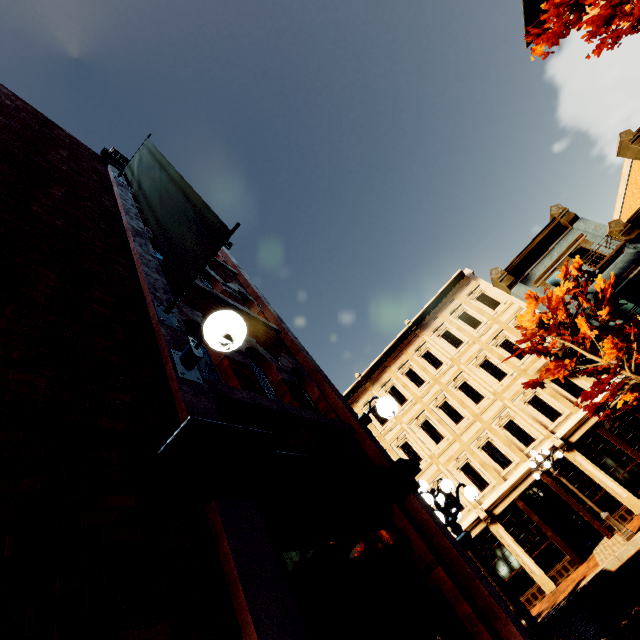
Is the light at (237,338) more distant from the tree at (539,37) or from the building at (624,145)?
the building at (624,145)

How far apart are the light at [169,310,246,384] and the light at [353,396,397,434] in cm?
272

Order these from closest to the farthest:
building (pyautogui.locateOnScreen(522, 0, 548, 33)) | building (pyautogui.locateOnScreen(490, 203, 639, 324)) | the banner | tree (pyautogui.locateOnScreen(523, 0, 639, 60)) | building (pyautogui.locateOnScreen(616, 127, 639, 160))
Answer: the banner < tree (pyautogui.locateOnScreen(523, 0, 639, 60)) < building (pyautogui.locateOnScreen(522, 0, 548, 33)) < building (pyautogui.locateOnScreen(490, 203, 639, 324)) < building (pyautogui.locateOnScreen(616, 127, 639, 160))

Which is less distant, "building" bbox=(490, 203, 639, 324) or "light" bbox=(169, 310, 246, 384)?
"light" bbox=(169, 310, 246, 384)

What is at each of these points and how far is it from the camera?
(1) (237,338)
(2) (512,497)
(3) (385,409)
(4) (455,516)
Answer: (1) light, 2.3m
(2) building, 15.5m
(3) light, 4.5m
(4) light, 5.8m

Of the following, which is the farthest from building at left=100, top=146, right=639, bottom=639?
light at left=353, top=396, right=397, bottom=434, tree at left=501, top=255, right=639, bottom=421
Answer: light at left=353, top=396, right=397, bottom=434

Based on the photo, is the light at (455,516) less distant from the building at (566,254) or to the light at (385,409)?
the light at (385,409)

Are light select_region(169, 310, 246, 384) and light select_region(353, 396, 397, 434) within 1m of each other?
no
